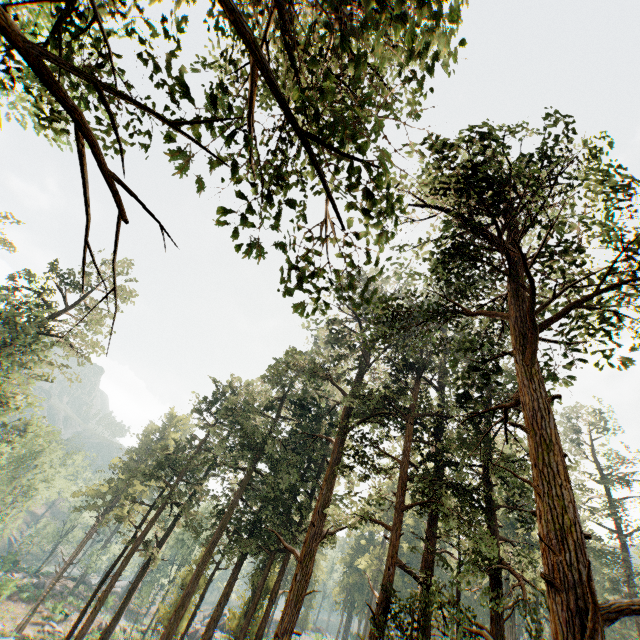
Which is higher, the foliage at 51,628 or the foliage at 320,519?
the foliage at 320,519

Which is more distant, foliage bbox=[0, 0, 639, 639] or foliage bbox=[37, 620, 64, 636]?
foliage bbox=[37, 620, 64, 636]

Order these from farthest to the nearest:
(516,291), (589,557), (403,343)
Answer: (589,557), (403,343), (516,291)

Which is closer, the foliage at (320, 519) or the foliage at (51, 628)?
the foliage at (320, 519)

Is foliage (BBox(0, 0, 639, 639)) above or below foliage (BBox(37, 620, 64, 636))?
above
